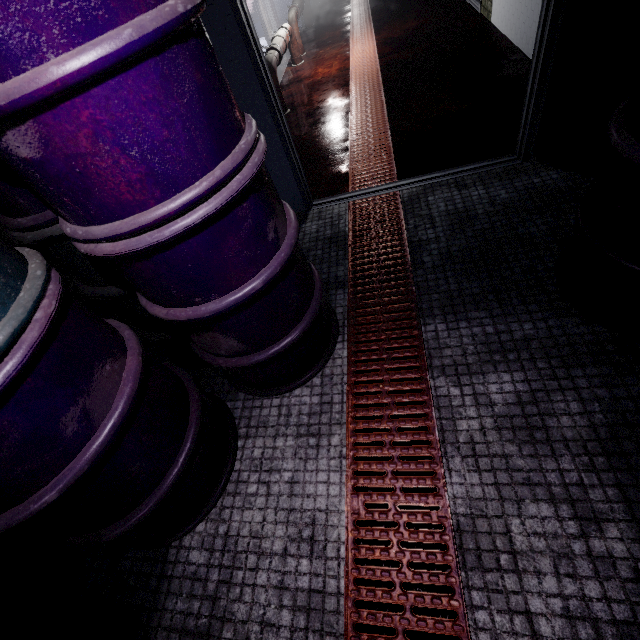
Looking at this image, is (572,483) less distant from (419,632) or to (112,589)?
(419,632)

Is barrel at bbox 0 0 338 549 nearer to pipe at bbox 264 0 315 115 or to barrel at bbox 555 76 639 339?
barrel at bbox 555 76 639 339

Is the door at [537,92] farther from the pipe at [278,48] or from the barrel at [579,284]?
the pipe at [278,48]

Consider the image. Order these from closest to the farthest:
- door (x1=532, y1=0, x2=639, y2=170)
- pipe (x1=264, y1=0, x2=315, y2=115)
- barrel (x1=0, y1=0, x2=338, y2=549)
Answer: barrel (x1=0, y1=0, x2=338, y2=549) → door (x1=532, y1=0, x2=639, y2=170) → pipe (x1=264, y1=0, x2=315, y2=115)

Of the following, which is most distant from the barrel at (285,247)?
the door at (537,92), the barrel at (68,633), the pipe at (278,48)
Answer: the pipe at (278,48)

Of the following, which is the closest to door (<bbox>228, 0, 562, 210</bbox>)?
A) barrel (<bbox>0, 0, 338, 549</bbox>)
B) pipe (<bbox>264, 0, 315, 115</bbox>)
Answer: barrel (<bbox>0, 0, 338, 549</bbox>)

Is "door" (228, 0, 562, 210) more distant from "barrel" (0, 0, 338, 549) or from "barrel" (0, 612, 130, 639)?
"barrel" (0, 612, 130, 639)

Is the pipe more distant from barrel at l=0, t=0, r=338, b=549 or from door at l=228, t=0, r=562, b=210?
barrel at l=0, t=0, r=338, b=549
